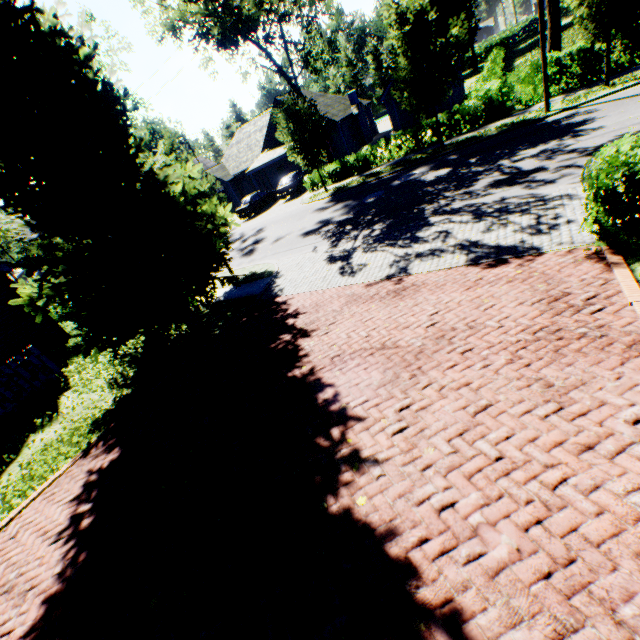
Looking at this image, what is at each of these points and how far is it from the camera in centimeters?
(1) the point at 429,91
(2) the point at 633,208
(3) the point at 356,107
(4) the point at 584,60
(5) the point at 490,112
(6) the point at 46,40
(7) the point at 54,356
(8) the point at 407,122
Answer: (1) tree, 1659cm
(2) hedge, 550cm
(3) chimney, 3353cm
(4) hedge, 1563cm
(5) hedge, 1828cm
(6) tree, 666cm
(7) hedge, 1195cm
(8) garage door, 2889cm

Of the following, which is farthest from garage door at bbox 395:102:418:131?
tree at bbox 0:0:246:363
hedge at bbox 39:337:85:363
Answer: hedge at bbox 39:337:85:363

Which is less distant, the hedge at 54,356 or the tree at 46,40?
the tree at 46,40

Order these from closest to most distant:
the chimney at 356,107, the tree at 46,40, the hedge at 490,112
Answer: the tree at 46,40 < the hedge at 490,112 < the chimney at 356,107

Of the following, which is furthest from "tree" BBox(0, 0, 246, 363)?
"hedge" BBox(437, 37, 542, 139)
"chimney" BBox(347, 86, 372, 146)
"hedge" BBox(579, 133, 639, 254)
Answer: "chimney" BBox(347, 86, 372, 146)

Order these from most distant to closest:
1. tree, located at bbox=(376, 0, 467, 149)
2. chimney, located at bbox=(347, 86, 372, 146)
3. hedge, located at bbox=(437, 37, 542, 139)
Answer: chimney, located at bbox=(347, 86, 372, 146) → hedge, located at bbox=(437, 37, 542, 139) → tree, located at bbox=(376, 0, 467, 149)

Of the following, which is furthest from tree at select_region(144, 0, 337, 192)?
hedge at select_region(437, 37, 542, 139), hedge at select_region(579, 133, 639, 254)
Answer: hedge at select_region(437, 37, 542, 139)

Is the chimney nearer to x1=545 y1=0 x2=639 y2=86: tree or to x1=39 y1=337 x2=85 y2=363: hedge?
x1=545 y1=0 x2=639 y2=86: tree
